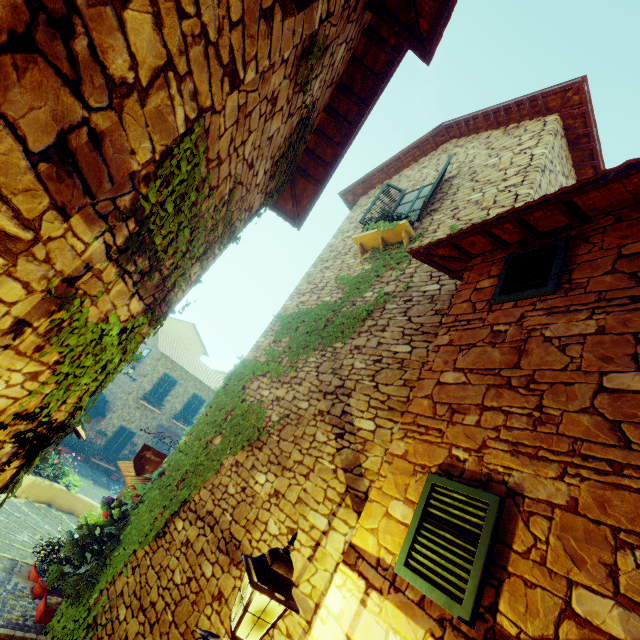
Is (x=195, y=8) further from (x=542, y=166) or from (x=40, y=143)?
(x=542, y=166)

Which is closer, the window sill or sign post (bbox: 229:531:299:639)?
sign post (bbox: 229:531:299:639)

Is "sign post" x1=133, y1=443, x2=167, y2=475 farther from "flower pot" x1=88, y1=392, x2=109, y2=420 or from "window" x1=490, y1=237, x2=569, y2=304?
"flower pot" x1=88, y1=392, x2=109, y2=420

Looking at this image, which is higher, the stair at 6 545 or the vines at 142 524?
the vines at 142 524

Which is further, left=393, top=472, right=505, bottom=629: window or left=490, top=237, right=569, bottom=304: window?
left=490, top=237, right=569, bottom=304: window

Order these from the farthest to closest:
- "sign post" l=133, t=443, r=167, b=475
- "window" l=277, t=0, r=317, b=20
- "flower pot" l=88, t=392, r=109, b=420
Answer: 1. "flower pot" l=88, t=392, r=109, b=420
2. "sign post" l=133, t=443, r=167, b=475
3. "window" l=277, t=0, r=317, b=20

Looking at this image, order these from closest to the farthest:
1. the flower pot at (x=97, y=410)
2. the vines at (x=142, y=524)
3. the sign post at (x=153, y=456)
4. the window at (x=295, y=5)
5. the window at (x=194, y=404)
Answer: the window at (x=295, y=5), the vines at (x=142, y=524), the sign post at (x=153, y=456), the flower pot at (x=97, y=410), the window at (x=194, y=404)

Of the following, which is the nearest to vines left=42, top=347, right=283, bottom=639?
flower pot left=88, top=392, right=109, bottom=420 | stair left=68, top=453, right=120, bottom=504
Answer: stair left=68, top=453, right=120, bottom=504
